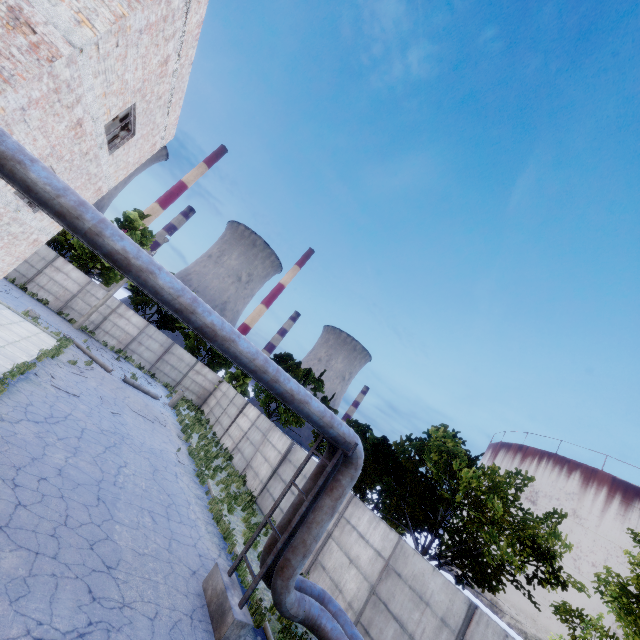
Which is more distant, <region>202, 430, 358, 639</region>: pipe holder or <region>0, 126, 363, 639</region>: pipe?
<region>202, 430, 358, 639</region>: pipe holder

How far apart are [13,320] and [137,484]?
13.2m

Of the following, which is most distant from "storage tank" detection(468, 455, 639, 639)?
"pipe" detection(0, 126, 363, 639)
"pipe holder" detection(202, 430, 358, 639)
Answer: "pipe holder" detection(202, 430, 358, 639)

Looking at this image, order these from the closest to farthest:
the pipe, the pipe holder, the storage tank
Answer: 1. the pipe
2. the pipe holder
3. the storage tank

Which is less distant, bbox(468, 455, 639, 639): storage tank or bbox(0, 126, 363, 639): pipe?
bbox(0, 126, 363, 639): pipe

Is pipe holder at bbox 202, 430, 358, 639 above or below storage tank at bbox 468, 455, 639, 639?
below

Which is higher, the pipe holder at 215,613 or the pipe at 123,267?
the pipe at 123,267

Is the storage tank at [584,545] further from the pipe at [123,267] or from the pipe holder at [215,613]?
the pipe holder at [215,613]
